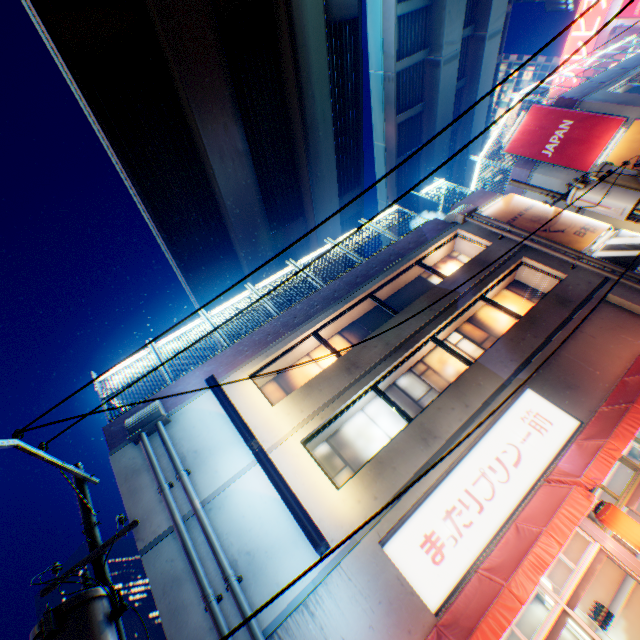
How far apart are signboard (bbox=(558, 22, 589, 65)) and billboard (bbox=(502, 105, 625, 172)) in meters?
51.5

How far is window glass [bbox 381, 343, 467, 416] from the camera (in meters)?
10.36

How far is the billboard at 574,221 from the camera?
12.73m

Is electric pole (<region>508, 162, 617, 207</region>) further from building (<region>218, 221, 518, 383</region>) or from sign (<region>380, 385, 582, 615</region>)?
sign (<region>380, 385, 582, 615</region>)

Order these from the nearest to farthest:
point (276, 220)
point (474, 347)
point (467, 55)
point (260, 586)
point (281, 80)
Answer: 1. point (260, 586)
2. point (474, 347)
3. point (281, 80)
4. point (276, 220)
5. point (467, 55)

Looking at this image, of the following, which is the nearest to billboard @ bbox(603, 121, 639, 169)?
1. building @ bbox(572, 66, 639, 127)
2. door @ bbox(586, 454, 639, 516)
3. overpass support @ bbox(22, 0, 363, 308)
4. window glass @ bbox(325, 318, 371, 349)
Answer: building @ bbox(572, 66, 639, 127)

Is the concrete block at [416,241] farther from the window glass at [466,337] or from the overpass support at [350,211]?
the overpass support at [350,211]

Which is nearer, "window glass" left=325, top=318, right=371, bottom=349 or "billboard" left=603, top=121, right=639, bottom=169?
"window glass" left=325, top=318, right=371, bottom=349
